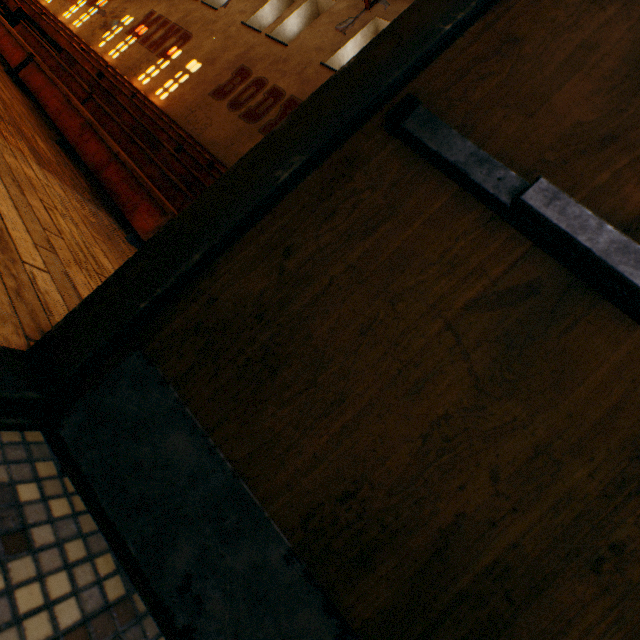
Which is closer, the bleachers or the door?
the door

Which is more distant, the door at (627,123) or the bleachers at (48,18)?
the bleachers at (48,18)

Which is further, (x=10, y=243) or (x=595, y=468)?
(x=10, y=243)
